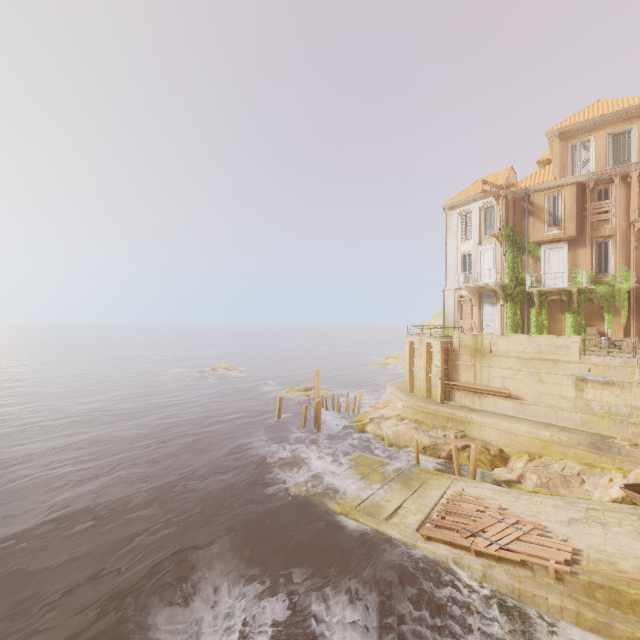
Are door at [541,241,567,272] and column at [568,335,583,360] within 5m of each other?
no

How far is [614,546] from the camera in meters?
11.8 m

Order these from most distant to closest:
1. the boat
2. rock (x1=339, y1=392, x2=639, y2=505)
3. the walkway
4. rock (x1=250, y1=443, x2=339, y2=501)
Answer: rock (x1=250, y1=443, x2=339, y2=501)
rock (x1=339, y1=392, x2=639, y2=505)
the boat
the walkway

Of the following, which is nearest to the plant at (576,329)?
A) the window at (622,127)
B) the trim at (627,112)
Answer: the window at (622,127)

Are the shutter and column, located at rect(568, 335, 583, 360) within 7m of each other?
no

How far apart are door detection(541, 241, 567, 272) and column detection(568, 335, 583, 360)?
6.05m

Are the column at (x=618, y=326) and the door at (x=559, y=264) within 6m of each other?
yes

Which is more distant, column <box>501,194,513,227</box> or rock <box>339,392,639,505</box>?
column <box>501,194,513,227</box>
